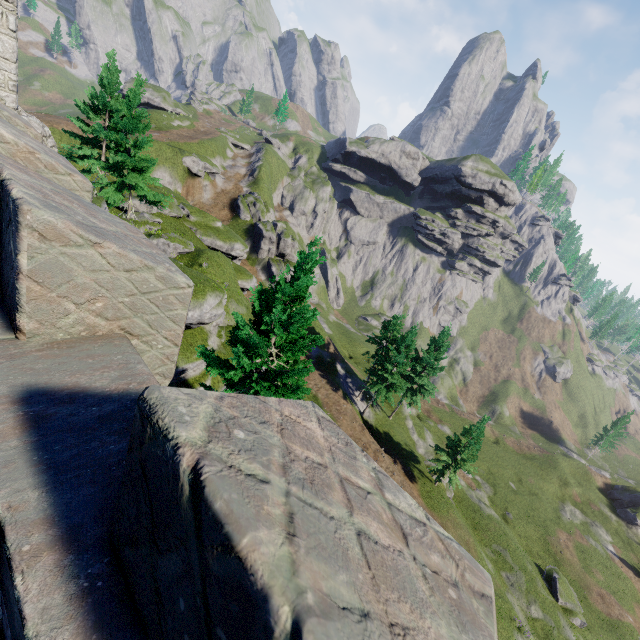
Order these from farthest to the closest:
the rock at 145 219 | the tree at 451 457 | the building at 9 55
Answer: the tree at 451 457 → the rock at 145 219 → the building at 9 55

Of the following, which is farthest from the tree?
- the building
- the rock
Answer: the building

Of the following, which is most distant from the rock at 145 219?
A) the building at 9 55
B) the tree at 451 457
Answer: the tree at 451 457

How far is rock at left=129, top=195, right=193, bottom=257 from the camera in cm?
2817

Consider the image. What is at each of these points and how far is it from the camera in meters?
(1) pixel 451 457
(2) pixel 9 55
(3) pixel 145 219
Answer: (1) tree, 33.7
(2) building, 12.6
(3) rock, 30.9

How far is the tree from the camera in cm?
3250

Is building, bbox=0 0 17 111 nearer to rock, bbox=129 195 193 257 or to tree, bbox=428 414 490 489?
rock, bbox=129 195 193 257
